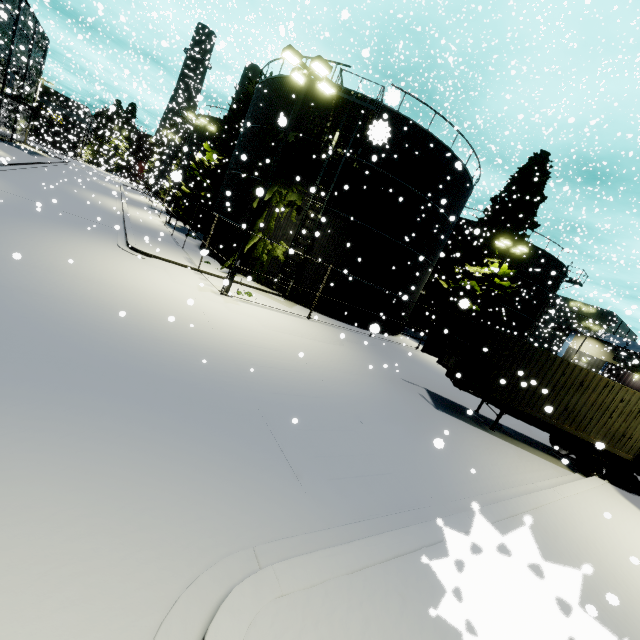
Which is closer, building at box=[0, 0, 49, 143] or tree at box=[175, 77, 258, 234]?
tree at box=[175, 77, 258, 234]

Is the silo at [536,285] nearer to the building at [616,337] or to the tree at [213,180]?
the tree at [213,180]

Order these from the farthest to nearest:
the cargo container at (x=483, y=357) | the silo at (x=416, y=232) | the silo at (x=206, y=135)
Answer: the silo at (x=206, y=135) < the silo at (x=416, y=232) < the cargo container at (x=483, y=357)

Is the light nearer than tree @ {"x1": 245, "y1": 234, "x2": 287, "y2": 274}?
Yes

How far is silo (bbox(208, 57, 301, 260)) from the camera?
19.16m

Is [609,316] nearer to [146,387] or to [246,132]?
[246,132]

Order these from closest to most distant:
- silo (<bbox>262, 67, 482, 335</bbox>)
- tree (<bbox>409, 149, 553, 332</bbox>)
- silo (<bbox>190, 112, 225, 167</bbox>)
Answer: silo (<bbox>262, 67, 482, 335</bbox>), tree (<bbox>409, 149, 553, 332</bbox>), silo (<bbox>190, 112, 225, 167</bbox>)
